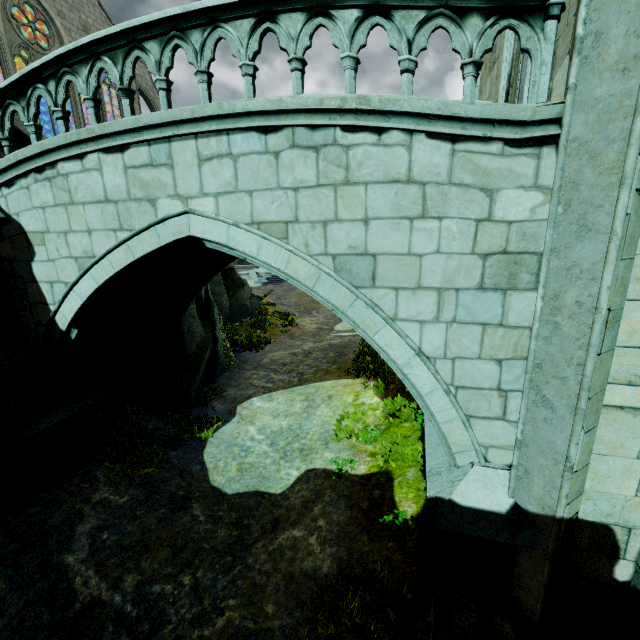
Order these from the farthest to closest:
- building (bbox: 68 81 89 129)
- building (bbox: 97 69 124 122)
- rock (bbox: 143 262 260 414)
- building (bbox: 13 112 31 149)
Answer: building (bbox: 97 69 124 122), building (bbox: 68 81 89 129), rock (bbox: 143 262 260 414), building (bbox: 13 112 31 149)

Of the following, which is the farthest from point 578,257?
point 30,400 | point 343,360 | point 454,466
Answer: point 343,360

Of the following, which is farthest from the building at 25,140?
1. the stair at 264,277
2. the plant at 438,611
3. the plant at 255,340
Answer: the stair at 264,277

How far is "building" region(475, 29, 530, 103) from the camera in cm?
550

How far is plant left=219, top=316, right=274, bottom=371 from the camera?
12.7m

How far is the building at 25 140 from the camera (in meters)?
8.37

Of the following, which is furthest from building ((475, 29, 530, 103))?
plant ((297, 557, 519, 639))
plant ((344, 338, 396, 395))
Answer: plant ((344, 338, 396, 395))

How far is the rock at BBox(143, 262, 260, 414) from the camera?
8.93m
